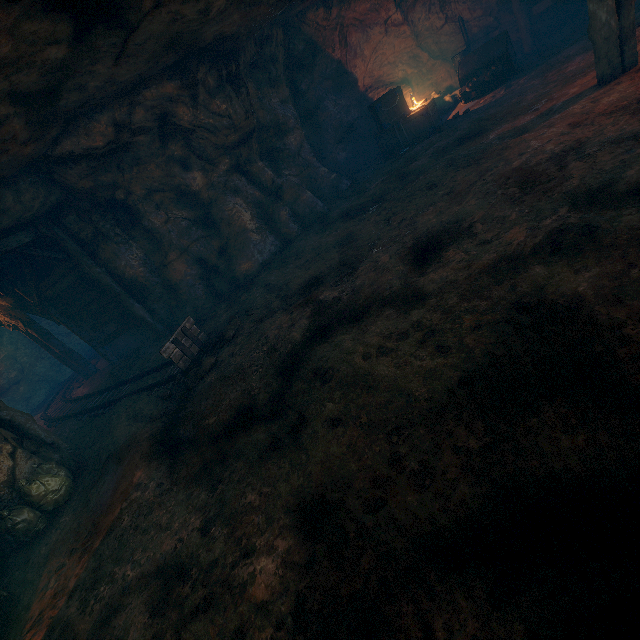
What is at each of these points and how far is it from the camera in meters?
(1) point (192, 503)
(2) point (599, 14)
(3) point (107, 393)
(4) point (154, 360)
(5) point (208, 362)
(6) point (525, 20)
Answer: (1) burlap sack, 3.6
(2) lantern, 5.3
(3) tracks, 8.9
(4) burlap sack, 8.6
(5) instancedfoliageactor, 5.8
(6) support, 10.8

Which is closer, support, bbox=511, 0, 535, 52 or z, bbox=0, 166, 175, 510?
z, bbox=0, 166, 175, 510

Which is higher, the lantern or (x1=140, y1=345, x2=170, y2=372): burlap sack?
the lantern

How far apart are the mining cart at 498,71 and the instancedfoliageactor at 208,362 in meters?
10.4

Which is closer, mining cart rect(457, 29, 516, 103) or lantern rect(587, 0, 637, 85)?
lantern rect(587, 0, 637, 85)

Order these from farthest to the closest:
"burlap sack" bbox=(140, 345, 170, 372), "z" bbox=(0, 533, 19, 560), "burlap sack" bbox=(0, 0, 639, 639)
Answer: "burlap sack" bbox=(140, 345, 170, 372), "z" bbox=(0, 533, 19, 560), "burlap sack" bbox=(0, 0, 639, 639)

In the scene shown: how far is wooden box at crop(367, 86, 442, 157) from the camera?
10.6 meters

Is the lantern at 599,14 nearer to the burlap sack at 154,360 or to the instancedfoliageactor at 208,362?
the burlap sack at 154,360
